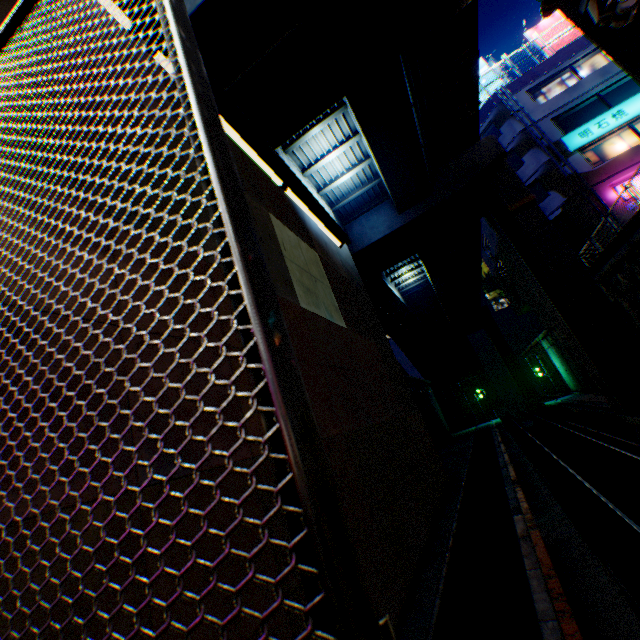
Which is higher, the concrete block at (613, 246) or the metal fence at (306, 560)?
the concrete block at (613, 246)

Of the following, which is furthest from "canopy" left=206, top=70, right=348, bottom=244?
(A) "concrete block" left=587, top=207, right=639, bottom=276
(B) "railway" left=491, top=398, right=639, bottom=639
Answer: (A) "concrete block" left=587, top=207, right=639, bottom=276

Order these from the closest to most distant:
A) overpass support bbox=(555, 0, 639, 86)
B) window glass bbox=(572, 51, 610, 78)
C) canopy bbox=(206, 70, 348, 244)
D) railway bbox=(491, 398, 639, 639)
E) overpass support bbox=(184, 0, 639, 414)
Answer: canopy bbox=(206, 70, 348, 244) < railway bbox=(491, 398, 639, 639) < overpass support bbox=(555, 0, 639, 86) < overpass support bbox=(184, 0, 639, 414) < window glass bbox=(572, 51, 610, 78)

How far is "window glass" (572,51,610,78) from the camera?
21.2m

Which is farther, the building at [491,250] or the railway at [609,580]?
the building at [491,250]

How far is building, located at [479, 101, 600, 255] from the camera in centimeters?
1966cm

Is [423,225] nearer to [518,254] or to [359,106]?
[518,254]

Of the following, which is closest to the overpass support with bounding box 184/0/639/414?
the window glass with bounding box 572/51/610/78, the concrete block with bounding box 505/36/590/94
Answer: the concrete block with bounding box 505/36/590/94
